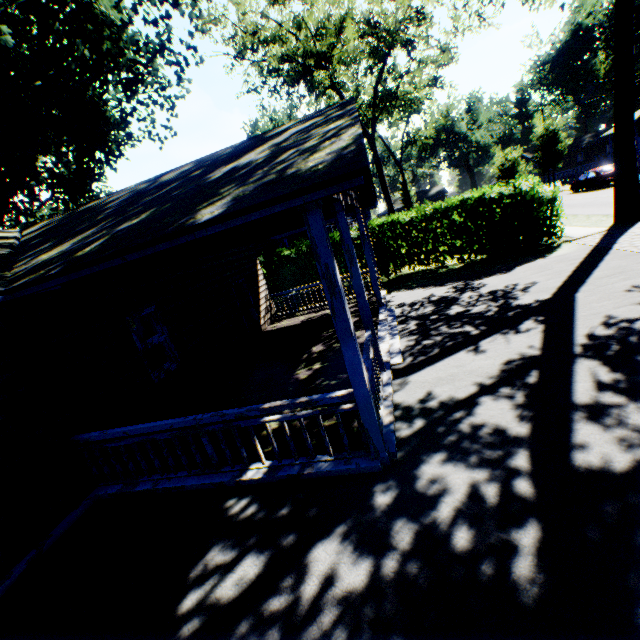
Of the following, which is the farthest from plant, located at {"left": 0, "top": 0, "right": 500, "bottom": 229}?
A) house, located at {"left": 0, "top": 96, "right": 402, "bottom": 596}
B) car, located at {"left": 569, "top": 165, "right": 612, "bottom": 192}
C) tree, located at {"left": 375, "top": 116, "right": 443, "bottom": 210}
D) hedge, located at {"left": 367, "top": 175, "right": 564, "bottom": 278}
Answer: tree, located at {"left": 375, "top": 116, "right": 443, "bottom": 210}

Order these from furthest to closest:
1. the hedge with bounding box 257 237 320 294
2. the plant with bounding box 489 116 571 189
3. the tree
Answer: the tree → the plant with bounding box 489 116 571 189 → the hedge with bounding box 257 237 320 294

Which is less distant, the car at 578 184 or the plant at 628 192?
the plant at 628 192

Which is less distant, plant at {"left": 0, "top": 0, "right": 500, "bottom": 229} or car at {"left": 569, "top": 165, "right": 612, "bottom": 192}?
plant at {"left": 0, "top": 0, "right": 500, "bottom": 229}

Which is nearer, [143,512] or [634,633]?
[634,633]

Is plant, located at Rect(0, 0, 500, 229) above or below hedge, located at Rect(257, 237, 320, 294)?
above

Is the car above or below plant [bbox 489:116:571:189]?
below

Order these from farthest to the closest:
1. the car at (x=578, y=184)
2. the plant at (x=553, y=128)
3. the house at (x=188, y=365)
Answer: the car at (x=578, y=184) → the plant at (x=553, y=128) → the house at (x=188, y=365)
